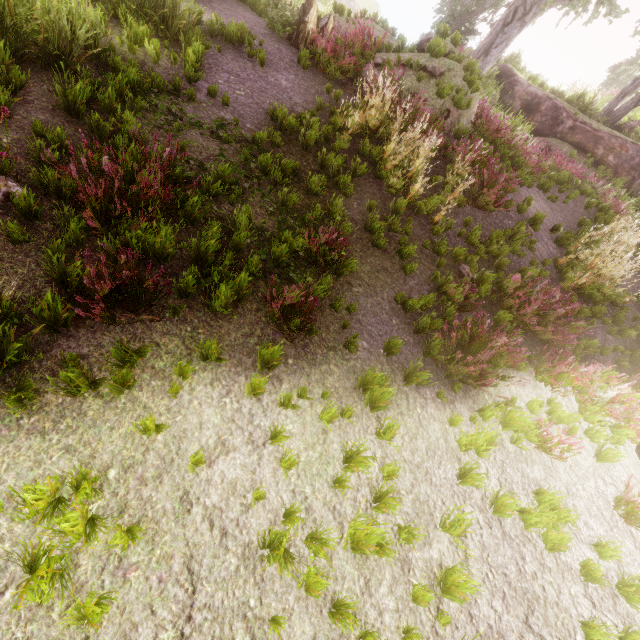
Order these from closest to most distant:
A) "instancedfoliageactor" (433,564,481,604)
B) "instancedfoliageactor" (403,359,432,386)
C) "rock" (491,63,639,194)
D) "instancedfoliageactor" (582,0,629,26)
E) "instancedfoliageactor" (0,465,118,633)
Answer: "instancedfoliageactor" (0,465,118,633)
"instancedfoliageactor" (433,564,481,604)
"instancedfoliageactor" (403,359,432,386)
"instancedfoliageactor" (582,0,629,26)
"rock" (491,63,639,194)

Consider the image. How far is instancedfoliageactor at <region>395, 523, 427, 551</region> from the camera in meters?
3.1

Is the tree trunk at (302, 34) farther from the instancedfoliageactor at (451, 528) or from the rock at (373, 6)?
the rock at (373, 6)

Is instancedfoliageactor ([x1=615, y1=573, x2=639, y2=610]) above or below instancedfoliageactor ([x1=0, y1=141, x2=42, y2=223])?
above

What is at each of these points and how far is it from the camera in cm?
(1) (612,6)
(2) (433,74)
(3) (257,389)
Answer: (1) instancedfoliageactor, 1323
(2) rock, 895
(3) instancedfoliageactor, 324

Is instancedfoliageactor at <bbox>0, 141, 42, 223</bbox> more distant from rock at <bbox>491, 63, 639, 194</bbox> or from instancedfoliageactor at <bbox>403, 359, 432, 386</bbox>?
rock at <bbox>491, 63, 639, 194</bbox>

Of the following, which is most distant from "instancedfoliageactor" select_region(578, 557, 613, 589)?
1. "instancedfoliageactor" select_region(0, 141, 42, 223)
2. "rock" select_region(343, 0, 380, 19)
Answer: "instancedfoliageactor" select_region(0, 141, 42, 223)

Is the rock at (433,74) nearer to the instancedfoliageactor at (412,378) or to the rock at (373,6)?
the instancedfoliageactor at (412,378)
